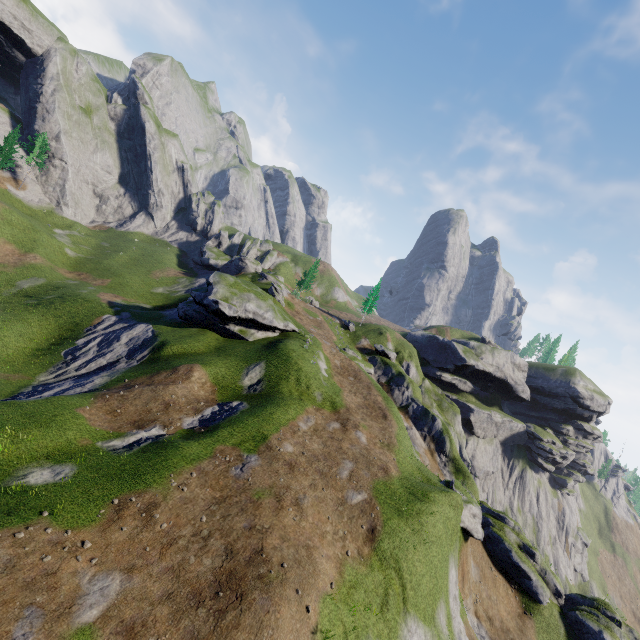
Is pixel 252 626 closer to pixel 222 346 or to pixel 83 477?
pixel 83 477
